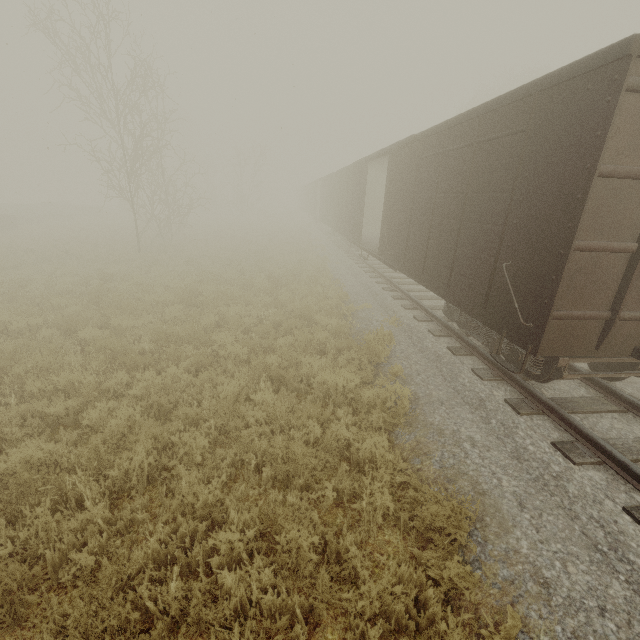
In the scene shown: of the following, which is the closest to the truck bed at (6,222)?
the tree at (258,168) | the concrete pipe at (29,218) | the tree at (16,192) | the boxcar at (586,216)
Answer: the concrete pipe at (29,218)

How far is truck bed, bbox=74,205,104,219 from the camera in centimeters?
3591cm

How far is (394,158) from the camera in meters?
10.1

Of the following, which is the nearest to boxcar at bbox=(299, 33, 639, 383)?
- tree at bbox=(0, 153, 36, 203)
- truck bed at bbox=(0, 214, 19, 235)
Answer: truck bed at bbox=(0, 214, 19, 235)

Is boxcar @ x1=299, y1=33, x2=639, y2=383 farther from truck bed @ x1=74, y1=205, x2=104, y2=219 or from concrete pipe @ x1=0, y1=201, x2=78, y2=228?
truck bed @ x1=74, y1=205, x2=104, y2=219

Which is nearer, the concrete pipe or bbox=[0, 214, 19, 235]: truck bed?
bbox=[0, 214, 19, 235]: truck bed

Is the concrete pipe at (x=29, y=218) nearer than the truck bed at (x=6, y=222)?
No

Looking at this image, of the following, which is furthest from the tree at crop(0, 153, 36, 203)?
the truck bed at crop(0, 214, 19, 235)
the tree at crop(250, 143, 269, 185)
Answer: the tree at crop(250, 143, 269, 185)
